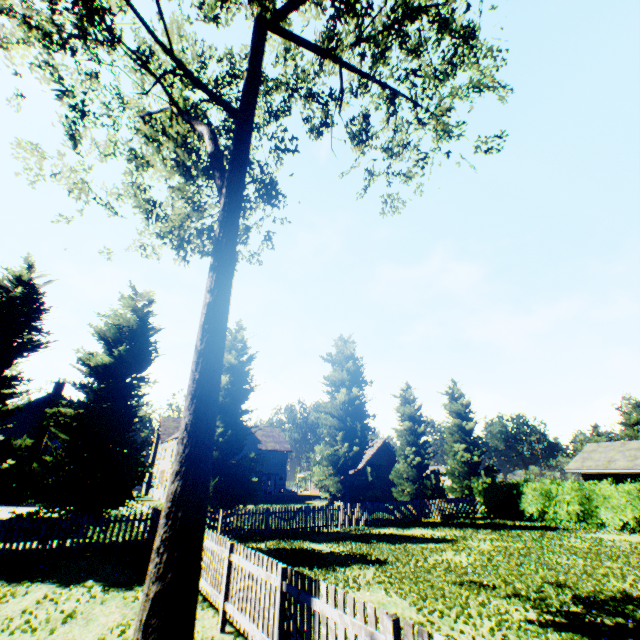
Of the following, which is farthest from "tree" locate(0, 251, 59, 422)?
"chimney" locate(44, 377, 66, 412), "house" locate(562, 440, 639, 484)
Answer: "chimney" locate(44, 377, 66, 412)

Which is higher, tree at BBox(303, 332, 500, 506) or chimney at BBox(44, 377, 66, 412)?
chimney at BBox(44, 377, 66, 412)

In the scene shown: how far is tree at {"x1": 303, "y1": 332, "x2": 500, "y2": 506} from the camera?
22.6m

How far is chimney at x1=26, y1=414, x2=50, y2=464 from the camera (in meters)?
33.12

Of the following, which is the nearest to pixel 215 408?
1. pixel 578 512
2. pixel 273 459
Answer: pixel 578 512

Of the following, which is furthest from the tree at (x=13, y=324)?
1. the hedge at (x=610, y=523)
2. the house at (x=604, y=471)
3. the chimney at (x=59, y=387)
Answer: the chimney at (x=59, y=387)

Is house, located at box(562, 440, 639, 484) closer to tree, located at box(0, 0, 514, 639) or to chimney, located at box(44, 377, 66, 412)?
tree, located at box(0, 0, 514, 639)

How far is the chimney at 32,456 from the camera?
33.12m
